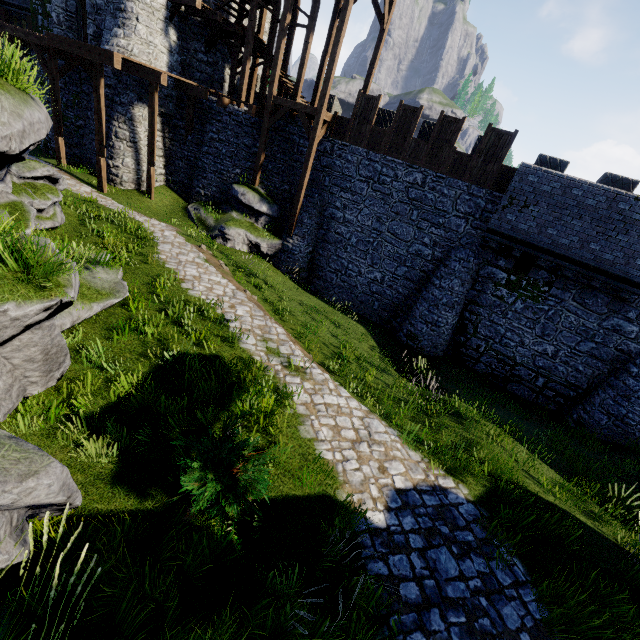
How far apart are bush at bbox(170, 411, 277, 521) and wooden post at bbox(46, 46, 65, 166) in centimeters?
1970cm

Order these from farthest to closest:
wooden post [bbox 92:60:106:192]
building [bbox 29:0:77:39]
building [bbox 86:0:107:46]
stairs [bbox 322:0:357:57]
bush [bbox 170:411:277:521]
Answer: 1. building [bbox 29:0:77:39]
2. building [bbox 86:0:107:46]
3. wooden post [bbox 92:60:106:192]
4. stairs [bbox 322:0:357:57]
5. bush [bbox 170:411:277:521]

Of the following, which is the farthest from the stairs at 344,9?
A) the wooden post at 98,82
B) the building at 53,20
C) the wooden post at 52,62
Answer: the wooden post at 52,62

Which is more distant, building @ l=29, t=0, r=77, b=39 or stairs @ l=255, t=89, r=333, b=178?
building @ l=29, t=0, r=77, b=39

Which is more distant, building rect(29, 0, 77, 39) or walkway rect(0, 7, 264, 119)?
building rect(29, 0, 77, 39)

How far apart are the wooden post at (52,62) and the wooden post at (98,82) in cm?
323

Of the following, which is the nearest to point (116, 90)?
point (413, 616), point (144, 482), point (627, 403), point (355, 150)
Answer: point (355, 150)

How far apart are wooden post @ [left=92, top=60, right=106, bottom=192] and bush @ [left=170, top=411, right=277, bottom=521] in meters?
16.3
